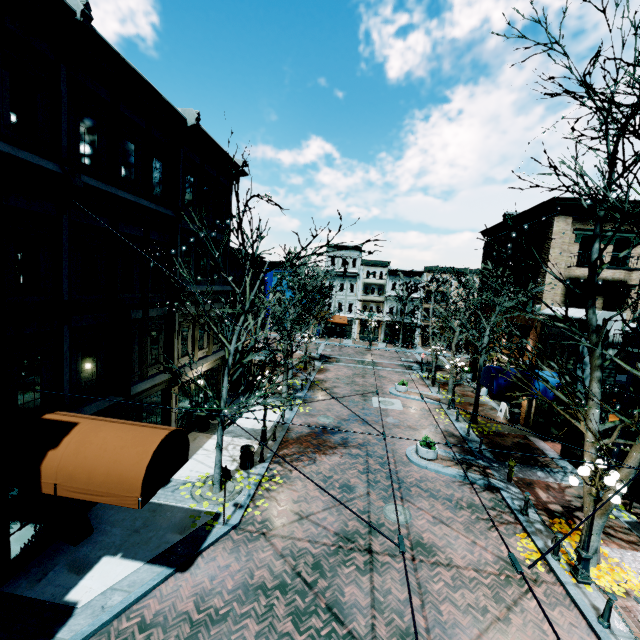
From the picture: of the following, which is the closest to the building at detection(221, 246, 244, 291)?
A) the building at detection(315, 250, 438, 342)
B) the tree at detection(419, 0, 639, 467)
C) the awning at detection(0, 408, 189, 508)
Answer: the awning at detection(0, 408, 189, 508)

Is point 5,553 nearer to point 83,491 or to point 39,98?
point 83,491

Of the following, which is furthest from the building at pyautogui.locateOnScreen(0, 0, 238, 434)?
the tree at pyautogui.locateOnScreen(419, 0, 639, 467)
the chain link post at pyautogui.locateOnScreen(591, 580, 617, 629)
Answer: the chain link post at pyautogui.locateOnScreen(591, 580, 617, 629)

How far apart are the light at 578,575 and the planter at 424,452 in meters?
6.1

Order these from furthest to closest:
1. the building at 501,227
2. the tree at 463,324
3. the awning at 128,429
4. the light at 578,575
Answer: the building at 501,227 < the light at 578,575 < the tree at 463,324 < the awning at 128,429

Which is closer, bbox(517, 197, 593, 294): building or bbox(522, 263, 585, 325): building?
bbox(522, 263, 585, 325): building

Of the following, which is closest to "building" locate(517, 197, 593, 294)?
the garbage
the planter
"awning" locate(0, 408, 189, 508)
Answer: "awning" locate(0, 408, 189, 508)

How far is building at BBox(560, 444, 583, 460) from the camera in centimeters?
1565cm
